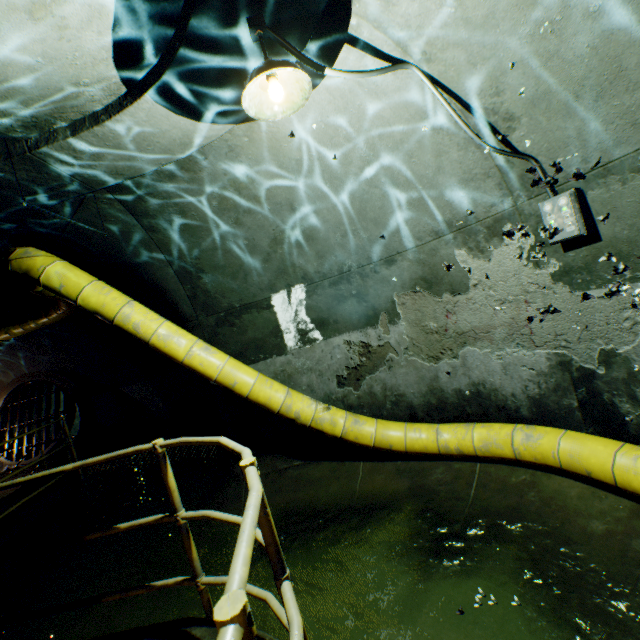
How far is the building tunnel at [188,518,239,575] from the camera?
4.0 meters

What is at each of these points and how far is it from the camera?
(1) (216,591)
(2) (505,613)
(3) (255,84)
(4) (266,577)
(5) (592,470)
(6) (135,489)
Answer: (1) building tunnel, 3.72m
(2) building tunnel, 2.59m
(3) ceiling light, 2.16m
(4) building tunnel, 3.71m
(5) large conduit, 2.94m
(6) building tunnel, 7.57m

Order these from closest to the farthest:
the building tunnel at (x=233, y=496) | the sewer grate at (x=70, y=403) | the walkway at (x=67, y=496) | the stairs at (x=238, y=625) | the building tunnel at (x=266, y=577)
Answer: the stairs at (x=238, y=625) → the walkway at (x=67, y=496) → the building tunnel at (x=266, y=577) → the building tunnel at (x=233, y=496) → the sewer grate at (x=70, y=403)

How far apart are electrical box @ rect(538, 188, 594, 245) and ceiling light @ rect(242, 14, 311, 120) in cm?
222

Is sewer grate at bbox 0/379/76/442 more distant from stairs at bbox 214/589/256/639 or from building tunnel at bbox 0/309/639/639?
stairs at bbox 214/589/256/639

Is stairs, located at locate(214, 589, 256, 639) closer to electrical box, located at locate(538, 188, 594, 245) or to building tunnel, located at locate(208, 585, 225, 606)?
building tunnel, located at locate(208, 585, 225, 606)

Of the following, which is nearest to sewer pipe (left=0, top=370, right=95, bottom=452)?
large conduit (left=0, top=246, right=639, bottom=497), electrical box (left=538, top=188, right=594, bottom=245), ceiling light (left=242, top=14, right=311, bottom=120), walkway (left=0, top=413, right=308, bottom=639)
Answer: large conduit (left=0, top=246, right=639, bottom=497)

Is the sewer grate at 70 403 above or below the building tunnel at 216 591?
above
